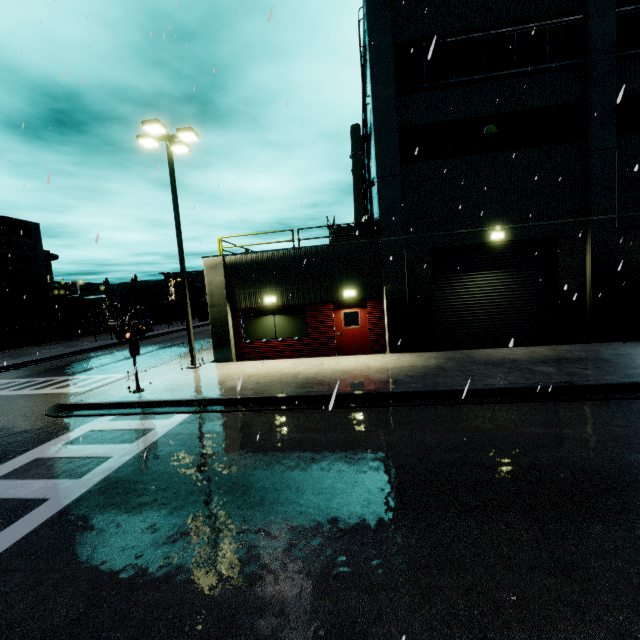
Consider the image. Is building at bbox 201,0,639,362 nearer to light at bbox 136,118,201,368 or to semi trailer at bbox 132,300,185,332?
semi trailer at bbox 132,300,185,332

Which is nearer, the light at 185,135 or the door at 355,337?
the light at 185,135

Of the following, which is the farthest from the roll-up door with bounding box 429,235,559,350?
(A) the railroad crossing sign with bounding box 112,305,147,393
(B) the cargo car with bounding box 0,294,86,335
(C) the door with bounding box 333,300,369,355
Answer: (B) the cargo car with bounding box 0,294,86,335

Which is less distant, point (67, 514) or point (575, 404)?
point (67, 514)

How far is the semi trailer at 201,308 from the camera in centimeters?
4886cm

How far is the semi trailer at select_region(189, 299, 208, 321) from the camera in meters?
48.9

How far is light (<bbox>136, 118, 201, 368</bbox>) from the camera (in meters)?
12.81

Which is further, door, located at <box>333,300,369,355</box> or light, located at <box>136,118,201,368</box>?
door, located at <box>333,300,369,355</box>
